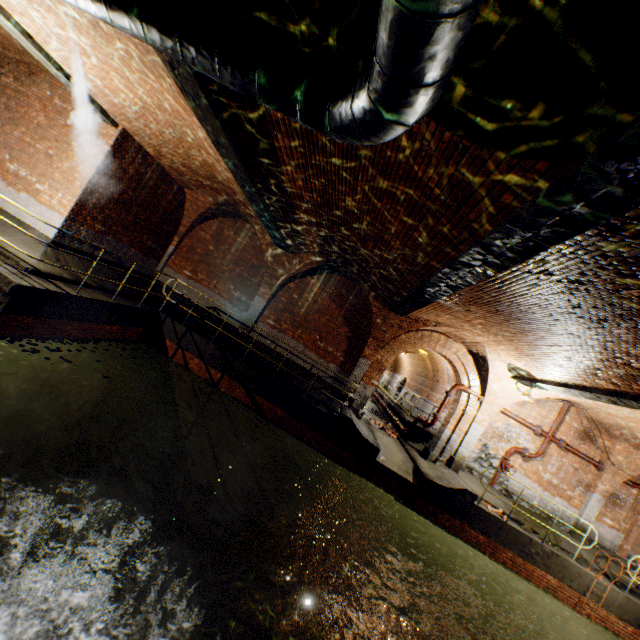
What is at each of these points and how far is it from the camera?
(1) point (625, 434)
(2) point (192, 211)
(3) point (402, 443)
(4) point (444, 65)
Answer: (1) support arch, 11.0 meters
(2) support arch, 13.3 meters
(3) building tunnel, 14.1 meters
(4) pipe, 2.2 meters

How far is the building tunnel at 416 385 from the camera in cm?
2086

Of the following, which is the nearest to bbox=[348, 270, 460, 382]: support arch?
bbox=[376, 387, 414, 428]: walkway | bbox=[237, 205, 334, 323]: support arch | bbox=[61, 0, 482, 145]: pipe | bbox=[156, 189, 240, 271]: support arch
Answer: bbox=[61, 0, 482, 145]: pipe

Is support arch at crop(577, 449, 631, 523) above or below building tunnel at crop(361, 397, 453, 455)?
above

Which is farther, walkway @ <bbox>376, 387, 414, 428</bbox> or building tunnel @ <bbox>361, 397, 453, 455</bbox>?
walkway @ <bbox>376, 387, 414, 428</bbox>

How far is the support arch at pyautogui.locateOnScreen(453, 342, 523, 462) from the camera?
11.55m

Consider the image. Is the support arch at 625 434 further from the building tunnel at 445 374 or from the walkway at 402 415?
the walkway at 402 415

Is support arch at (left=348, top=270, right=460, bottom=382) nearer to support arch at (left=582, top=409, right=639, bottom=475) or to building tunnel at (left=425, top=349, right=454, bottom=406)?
building tunnel at (left=425, top=349, right=454, bottom=406)
